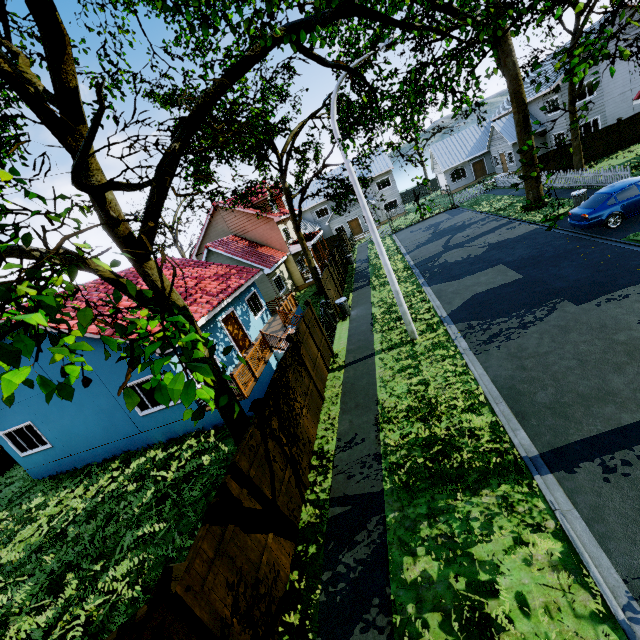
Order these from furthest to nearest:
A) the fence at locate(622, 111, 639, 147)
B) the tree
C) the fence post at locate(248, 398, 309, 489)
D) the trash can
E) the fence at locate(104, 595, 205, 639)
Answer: the fence at locate(622, 111, 639, 147) < the trash can < the fence post at locate(248, 398, 309, 489) < the fence at locate(104, 595, 205, 639) < the tree

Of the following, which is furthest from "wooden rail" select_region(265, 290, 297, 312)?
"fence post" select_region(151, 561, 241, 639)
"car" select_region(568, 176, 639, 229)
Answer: "car" select_region(568, 176, 639, 229)

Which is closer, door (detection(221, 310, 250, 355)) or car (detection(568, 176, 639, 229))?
car (detection(568, 176, 639, 229))

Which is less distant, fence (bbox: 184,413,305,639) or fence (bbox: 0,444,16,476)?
fence (bbox: 184,413,305,639)

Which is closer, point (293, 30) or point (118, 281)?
point (293, 30)

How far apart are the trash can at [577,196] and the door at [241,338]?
18.5m

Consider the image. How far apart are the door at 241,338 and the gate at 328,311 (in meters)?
4.55

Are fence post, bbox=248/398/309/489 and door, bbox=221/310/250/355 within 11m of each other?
yes
